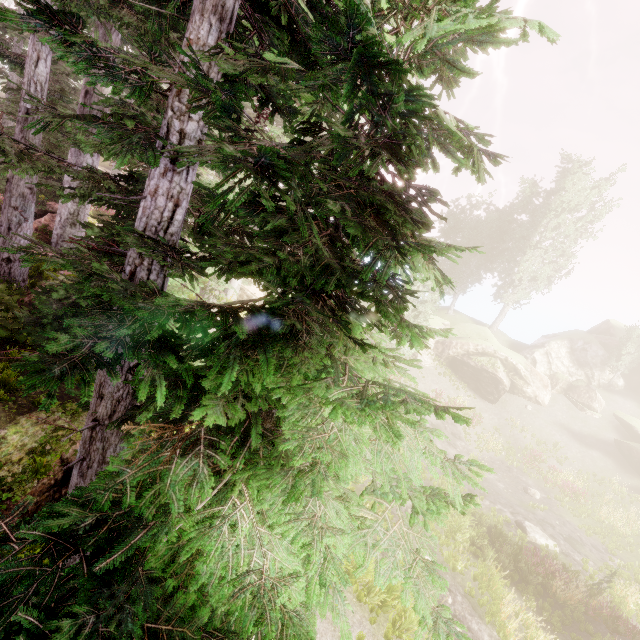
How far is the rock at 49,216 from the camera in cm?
1252

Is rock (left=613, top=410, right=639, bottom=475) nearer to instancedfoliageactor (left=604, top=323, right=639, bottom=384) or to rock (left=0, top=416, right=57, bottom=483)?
instancedfoliageactor (left=604, top=323, right=639, bottom=384)

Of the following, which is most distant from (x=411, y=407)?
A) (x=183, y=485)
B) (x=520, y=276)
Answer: (x=520, y=276)

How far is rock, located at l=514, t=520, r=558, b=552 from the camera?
17.00m

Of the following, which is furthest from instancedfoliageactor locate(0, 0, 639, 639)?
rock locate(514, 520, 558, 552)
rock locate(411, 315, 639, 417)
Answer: rock locate(514, 520, 558, 552)

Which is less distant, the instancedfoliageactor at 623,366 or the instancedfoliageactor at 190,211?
the instancedfoliageactor at 190,211

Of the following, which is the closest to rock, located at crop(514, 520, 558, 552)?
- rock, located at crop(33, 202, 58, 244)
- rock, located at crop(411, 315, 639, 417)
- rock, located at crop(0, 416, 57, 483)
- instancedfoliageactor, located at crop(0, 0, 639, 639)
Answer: instancedfoliageactor, located at crop(0, 0, 639, 639)

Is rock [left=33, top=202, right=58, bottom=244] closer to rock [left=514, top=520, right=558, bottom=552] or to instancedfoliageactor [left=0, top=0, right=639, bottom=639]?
instancedfoliageactor [left=0, top=0, right=639, bottom=639]
